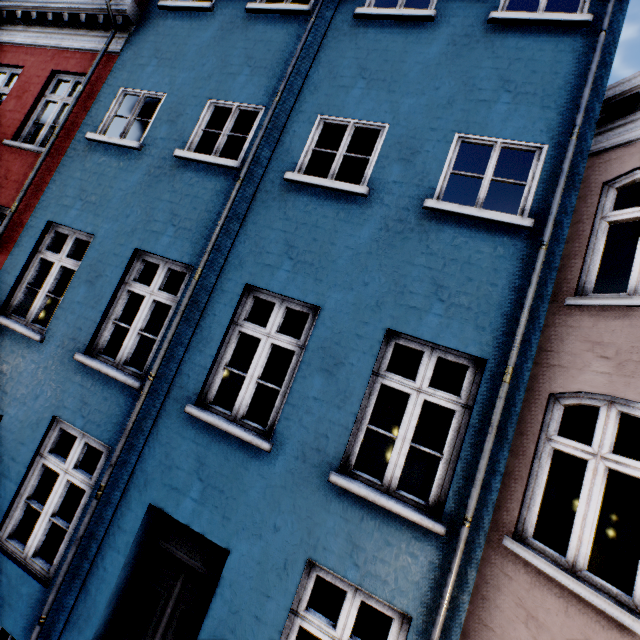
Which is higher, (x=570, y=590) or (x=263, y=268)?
(x=263, y=268)
